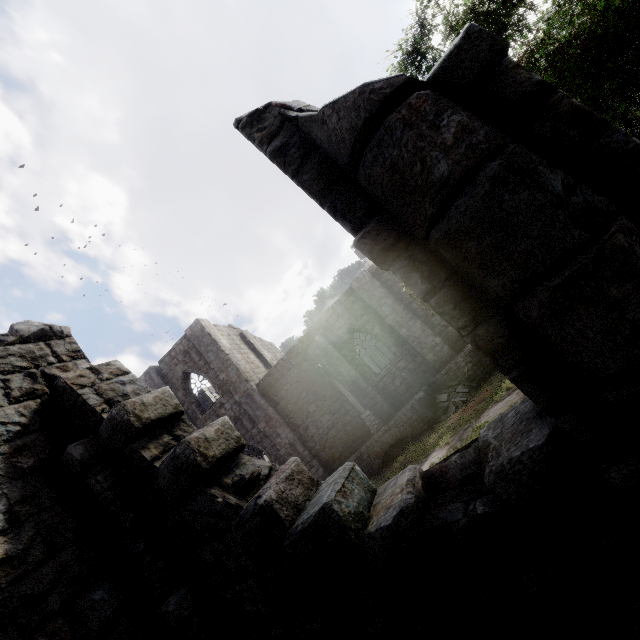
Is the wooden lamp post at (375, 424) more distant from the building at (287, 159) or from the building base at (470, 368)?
the building at (287, 159)

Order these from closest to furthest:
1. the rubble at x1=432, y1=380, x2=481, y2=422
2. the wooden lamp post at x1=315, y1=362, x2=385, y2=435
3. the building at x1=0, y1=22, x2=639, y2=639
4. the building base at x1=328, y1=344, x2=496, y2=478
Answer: the building at x1=0, y1=22, x2=639, y2=639, the rubble at x1=432, y1=380, x2=481, y2=422, the building base at x1=328, y1=344, x2=496, y2=478, the wooden lamp post at x1=315, y1=362, x2=385, y2=435

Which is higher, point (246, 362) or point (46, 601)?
point (246, 362)

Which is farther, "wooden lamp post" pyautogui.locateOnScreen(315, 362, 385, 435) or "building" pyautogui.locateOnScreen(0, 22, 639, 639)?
"wooden lamp post" pyautogui.locateOnScreen(315, 362, 385, 435)

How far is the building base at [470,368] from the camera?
15.64m

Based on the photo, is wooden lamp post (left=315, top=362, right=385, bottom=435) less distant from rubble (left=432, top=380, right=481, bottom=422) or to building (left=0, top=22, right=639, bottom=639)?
building (left=0, top=22, right=639, bottom=639)

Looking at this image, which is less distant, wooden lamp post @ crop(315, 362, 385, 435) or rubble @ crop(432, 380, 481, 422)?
rubble @ crop(432, 380, 481, 422)

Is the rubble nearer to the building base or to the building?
the building base
